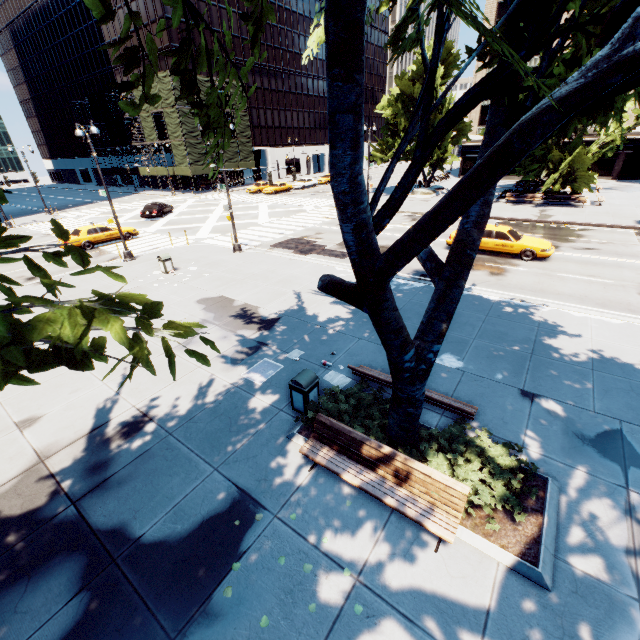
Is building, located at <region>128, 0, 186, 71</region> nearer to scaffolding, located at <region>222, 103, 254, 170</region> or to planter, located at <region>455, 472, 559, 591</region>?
scaffolding, located at <region>222, 103, 254, 170</region>

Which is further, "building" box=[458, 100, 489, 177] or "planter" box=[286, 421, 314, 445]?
"building" box=[458, 100, 489, 177]

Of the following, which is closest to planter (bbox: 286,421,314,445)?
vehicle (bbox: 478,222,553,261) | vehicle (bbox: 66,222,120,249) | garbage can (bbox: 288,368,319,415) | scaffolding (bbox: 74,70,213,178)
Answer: garbage can (bbox: 288,368,319,415)

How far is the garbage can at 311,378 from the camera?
7.39m

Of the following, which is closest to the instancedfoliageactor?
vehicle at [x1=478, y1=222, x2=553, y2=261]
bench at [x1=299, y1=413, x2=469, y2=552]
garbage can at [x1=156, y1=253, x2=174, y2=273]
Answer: bench at [x1=299, y1=413, x2=469, y2=552]

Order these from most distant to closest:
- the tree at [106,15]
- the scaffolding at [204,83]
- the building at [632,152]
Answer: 1. the scaffolding at [204,83]
2. the building at [632,152]
3. the tree at [106,15]

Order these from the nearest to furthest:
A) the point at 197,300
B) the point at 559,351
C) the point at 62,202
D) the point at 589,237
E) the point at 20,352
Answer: the point at 20,352 < the point at 559,351 < the point at 197,300 < the point at 589,237 < the point at 62,202

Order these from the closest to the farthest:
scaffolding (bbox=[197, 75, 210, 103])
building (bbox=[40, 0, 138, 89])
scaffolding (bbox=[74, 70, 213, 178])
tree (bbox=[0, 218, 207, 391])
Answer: tree (bbox=[0, 218, 207, 391]), scaffolding (bbox=[74, 70, 213, 178]), scaffolding (bbox=[197, 75, 210, 103]), building (bbox=[40, 0, 138, 89])
